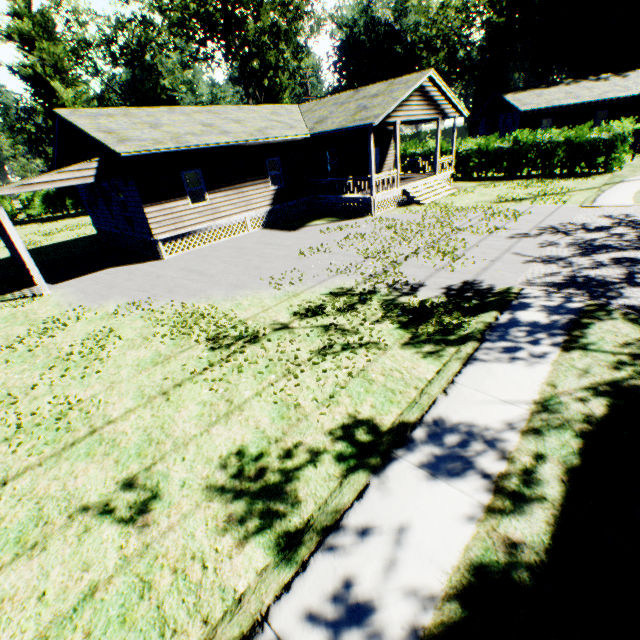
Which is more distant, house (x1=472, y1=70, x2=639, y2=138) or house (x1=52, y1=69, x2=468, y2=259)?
house (x1=472, y1=70, x2=639, y2=138)

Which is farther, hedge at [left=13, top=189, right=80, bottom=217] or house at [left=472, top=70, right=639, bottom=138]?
hedge at [left=13, top=189, right=80, bottom=217]

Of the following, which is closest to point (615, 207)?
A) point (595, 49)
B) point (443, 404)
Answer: point (443, 404)

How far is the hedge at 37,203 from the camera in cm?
4259

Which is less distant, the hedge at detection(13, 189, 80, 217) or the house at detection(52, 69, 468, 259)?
the house at detection(52, 69, 468, 259)

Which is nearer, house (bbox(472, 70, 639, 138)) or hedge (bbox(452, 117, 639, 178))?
hedge (bbox(452, 117, 639, 178))

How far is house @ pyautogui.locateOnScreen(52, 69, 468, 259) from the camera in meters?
14.2

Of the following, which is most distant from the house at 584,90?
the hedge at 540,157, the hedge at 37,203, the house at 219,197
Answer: the hedge at 37,203
